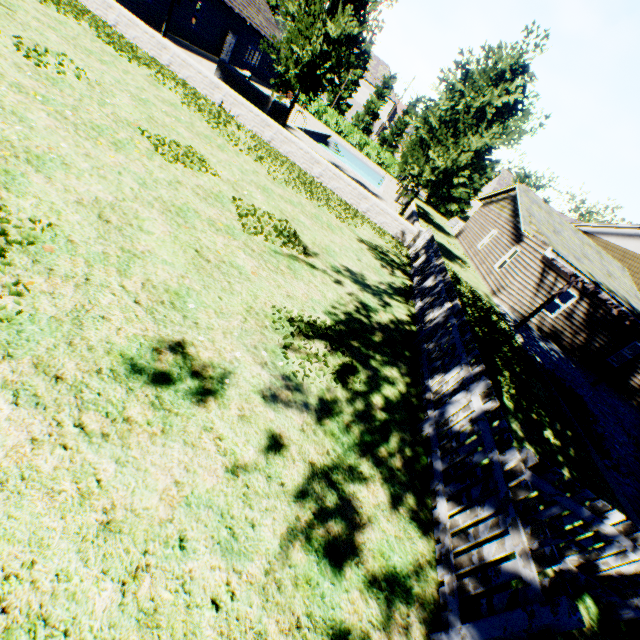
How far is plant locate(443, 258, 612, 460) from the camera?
8.6 meters

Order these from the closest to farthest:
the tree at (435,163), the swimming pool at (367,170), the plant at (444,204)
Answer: the tree at (435,163) → the swimming pool at (367,170) → the plant at (444,204)

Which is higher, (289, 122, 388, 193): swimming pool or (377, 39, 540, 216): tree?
(377, 39, 540, 216): tree

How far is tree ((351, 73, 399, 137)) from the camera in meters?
51.8

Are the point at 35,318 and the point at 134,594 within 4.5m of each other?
yes

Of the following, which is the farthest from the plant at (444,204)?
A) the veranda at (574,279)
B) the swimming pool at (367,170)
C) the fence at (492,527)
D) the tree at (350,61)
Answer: the veranda at (574,279)

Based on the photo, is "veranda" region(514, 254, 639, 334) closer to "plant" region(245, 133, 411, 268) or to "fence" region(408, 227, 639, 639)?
"fence" region(408, 227, 639, 639)
